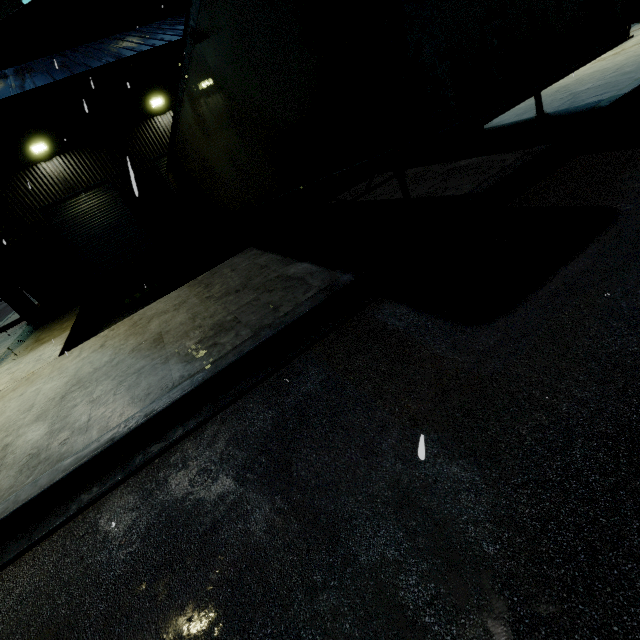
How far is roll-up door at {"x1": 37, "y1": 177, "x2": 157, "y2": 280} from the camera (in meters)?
13.74

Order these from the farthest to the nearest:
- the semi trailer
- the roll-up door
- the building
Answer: the roll-up door, the building, the semi trailer

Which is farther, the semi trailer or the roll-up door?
the roll-up door

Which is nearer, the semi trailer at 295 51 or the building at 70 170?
the semi trailer at 295 51

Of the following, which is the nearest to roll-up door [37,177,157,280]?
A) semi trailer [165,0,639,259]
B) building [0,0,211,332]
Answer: building [0,0,211,332]

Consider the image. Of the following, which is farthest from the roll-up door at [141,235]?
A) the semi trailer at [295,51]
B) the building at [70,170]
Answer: the semi trailer at [295,51]

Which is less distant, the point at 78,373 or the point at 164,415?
the point at 164,415

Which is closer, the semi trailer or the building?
the semi trailer
